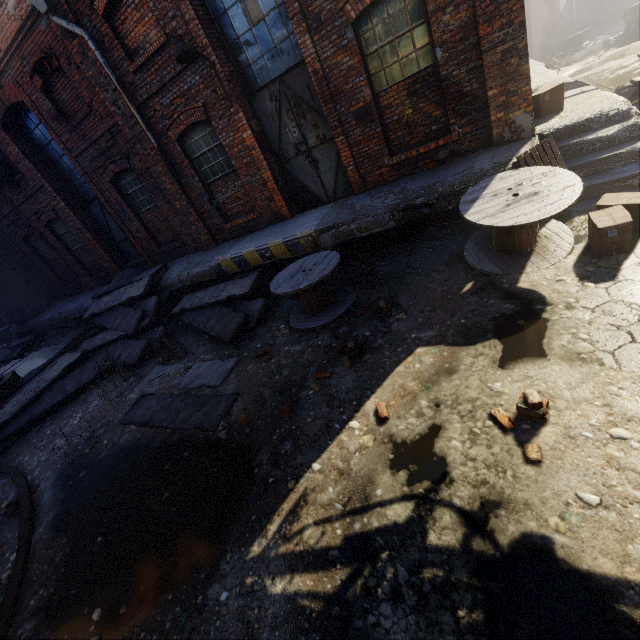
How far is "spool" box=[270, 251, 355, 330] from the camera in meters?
6.0

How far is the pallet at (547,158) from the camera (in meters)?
5.20

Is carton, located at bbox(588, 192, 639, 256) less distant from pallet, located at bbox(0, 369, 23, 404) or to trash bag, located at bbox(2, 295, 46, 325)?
pallet, located at bbox(0, 369, 23, 404)

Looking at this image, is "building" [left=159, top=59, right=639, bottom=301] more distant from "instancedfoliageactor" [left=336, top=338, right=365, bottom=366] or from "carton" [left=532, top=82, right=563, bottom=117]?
"instancedfoliageactor" [left=336, top=338, right=365, bottom=366]

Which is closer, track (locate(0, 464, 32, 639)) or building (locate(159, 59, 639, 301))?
track (locate(0, 464, 32, 639))

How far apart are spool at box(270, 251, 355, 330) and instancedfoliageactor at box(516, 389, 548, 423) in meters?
3.4 m

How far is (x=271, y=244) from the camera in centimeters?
788cm

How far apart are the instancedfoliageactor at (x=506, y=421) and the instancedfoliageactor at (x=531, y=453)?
0.2m
